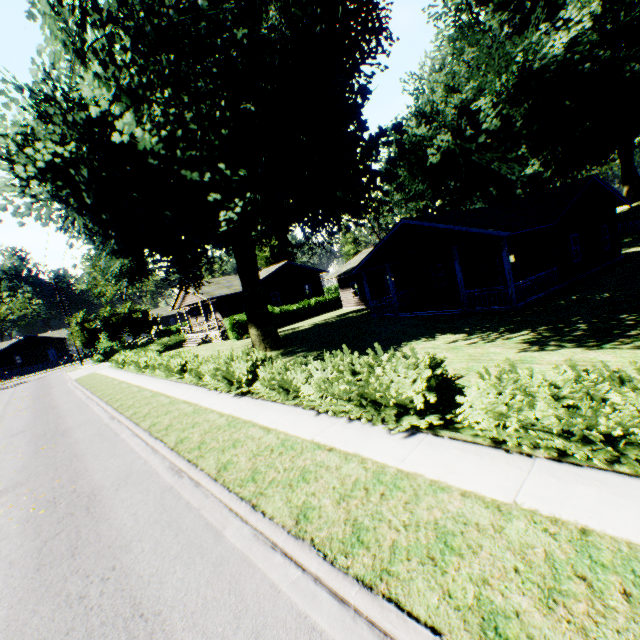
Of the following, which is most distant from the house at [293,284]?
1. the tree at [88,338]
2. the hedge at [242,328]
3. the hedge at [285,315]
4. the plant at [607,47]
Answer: the tree at [88,338]

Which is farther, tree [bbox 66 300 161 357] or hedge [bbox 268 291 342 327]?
tree [bbox 66 300 161 357]

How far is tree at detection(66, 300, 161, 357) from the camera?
41.3 meters

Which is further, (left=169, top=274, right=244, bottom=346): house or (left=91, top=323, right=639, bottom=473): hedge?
(left=169, top=274, right=244, bottom=346): house

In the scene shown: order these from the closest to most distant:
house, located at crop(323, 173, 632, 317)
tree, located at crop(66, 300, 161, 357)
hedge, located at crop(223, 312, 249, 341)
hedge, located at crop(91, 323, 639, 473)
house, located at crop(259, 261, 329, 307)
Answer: hedge, located at crop(91, 323, 639, 473), house, located at crop(323, 173, 632, 317), hedge, located at crop(223, 312, 249, 341), house, located at crop(259, 261, 329, 307), tree, located at crop(66, 300, 161, 357)

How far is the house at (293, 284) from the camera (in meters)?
36.12

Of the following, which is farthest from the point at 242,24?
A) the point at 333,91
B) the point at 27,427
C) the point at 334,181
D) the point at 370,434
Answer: the point at 27,427

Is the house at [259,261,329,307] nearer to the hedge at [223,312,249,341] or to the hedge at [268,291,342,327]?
the hedge at [223,312,249,341]
